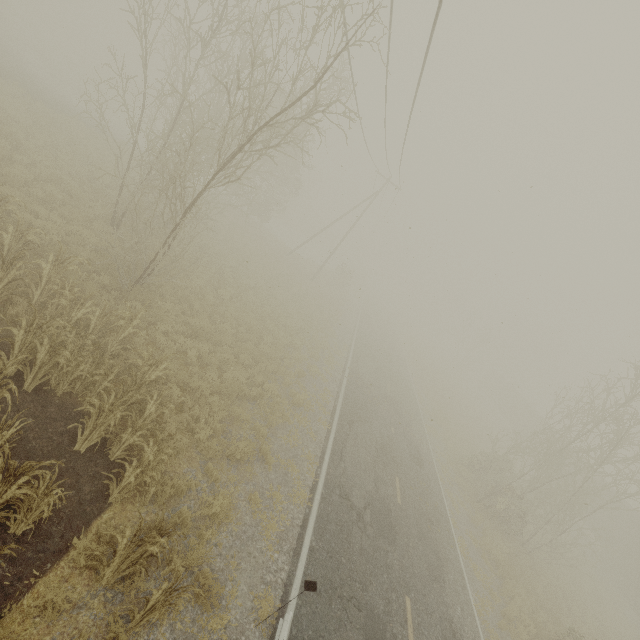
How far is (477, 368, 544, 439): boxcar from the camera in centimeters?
4203cm

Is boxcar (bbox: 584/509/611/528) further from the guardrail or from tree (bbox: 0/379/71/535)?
tree (bbox: 0/379/71/535)

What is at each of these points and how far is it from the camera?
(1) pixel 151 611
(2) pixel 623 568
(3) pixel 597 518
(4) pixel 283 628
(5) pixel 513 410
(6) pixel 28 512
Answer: (1) tree, 4.92m
(2) boxcar, 25.08m
(3) boxcar, 28.78m
(4) guardrail, 5.89m
(5) boxcar, 46.22m
(6) tree, 4.99m

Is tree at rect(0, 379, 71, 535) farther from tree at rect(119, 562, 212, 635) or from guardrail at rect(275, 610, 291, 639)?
guardrail at rect(275, 610, 291, 639)

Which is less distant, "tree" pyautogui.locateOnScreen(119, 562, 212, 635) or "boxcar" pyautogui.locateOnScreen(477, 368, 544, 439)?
"tree" pyautogui.locateOnScreen(119, 562, 212, 635)

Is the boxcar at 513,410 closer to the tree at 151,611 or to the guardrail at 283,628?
the guardrail at 283,628

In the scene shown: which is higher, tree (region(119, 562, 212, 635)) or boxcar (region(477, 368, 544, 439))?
boxcar (region(477, 368, 544, 439))

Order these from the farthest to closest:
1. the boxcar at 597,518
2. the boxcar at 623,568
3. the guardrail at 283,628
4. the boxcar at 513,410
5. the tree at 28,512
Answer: the boxcar at 513,410 → the boxcar at 597,518 → the boxcar at 623,568 → the guardrail at 283,628 → the tree at 28,512
